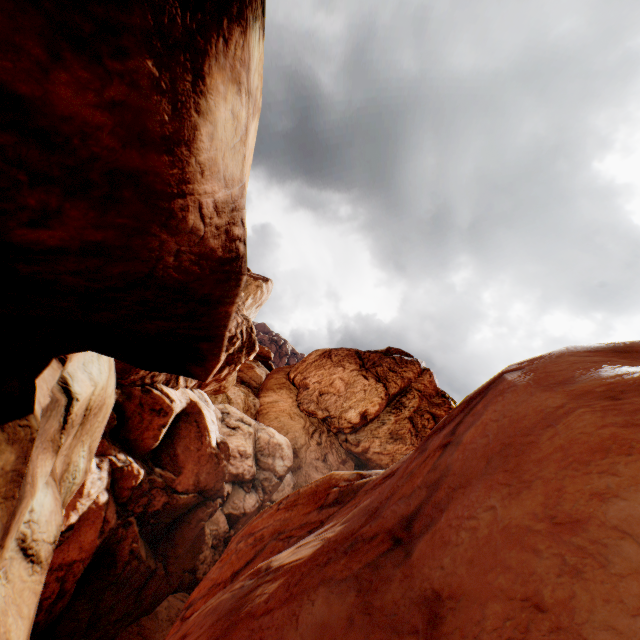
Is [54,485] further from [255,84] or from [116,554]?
[116,554]
